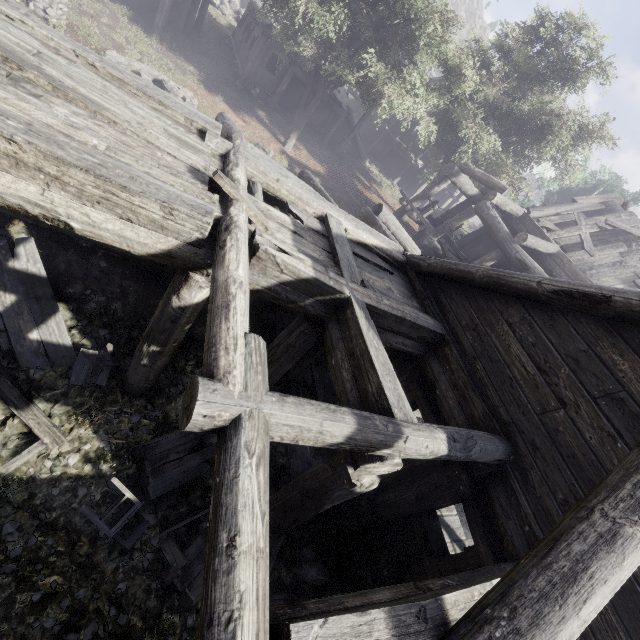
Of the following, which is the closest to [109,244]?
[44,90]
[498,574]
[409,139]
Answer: [44,90]

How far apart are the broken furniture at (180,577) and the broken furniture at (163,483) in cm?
51

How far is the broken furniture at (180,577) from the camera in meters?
5.1

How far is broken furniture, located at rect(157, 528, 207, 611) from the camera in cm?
507

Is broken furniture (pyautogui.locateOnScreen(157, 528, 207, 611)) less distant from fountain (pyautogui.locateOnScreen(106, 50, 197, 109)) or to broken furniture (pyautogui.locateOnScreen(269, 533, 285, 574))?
broken furniture (pyautogui.locateOnScreen(269, 533, 285, 574))

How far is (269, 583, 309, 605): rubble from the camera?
6.0m

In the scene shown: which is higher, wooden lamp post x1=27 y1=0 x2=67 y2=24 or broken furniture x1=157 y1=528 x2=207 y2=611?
wooden lamp post x1=27 y1=0 x2=67 y2=24

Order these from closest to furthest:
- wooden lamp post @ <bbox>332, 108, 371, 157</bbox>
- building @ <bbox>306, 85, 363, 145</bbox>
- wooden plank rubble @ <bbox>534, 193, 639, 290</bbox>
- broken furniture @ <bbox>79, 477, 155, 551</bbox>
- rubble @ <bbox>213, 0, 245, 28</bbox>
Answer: broken furniture @ <bbox>79, 477, 155, 551</bbox>
wooden plank rubble @ <bbox>534, 193, 639, 290</bbox>
building @ <bbox>306, 85, 363, 145</bbox>
wooden lamp post @ <bbox>332, 108, 371, 157</bbox>
rubble @ <bbox>213, 0, 245, 28</bbox>
